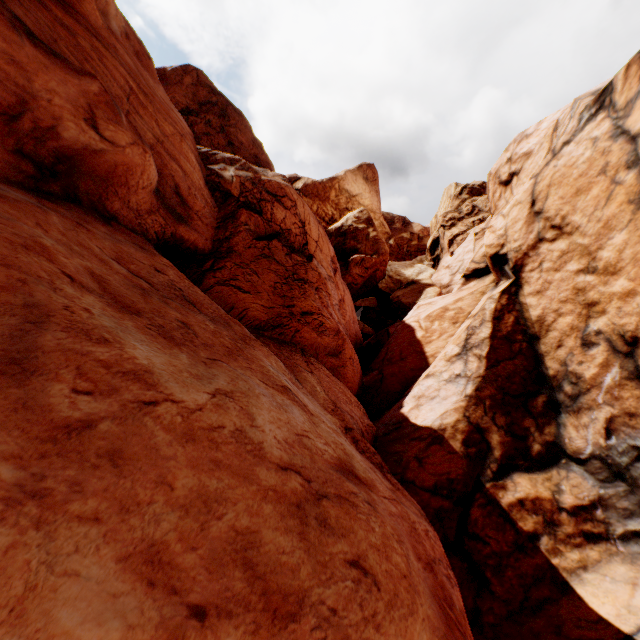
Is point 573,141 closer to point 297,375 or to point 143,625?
point 297,375
